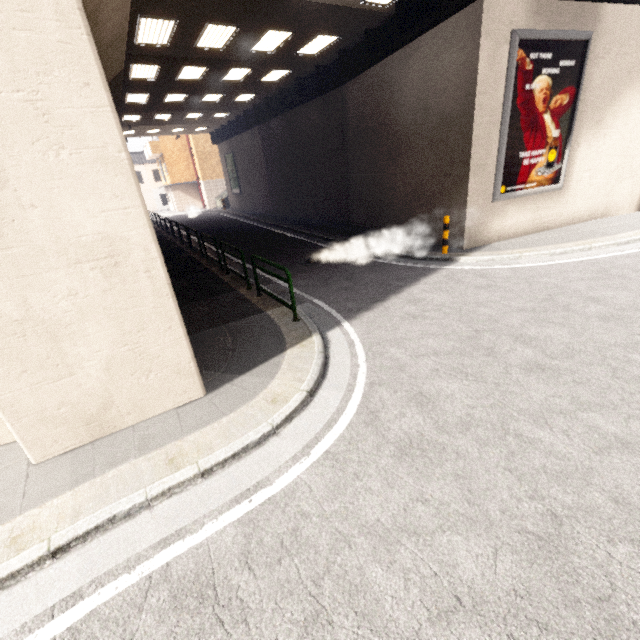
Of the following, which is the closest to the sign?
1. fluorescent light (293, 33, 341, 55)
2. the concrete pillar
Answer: fluorescent light (293, 33, 341, 55)

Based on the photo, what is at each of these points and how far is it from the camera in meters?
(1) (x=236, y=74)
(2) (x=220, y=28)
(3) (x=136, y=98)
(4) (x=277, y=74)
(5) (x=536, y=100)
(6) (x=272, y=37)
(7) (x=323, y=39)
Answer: (1) fluorescent light, 14.4
(2) fluorescent light, 9.9
(3) fluorescent light, 16.3
(4) fluorescent light, 15.1
(5) sign, 8.9
(6) fluorescent light, 11.0
(7) fluorescent light, 11.7

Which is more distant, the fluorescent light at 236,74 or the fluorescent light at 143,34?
the fluorescent light at 236,74

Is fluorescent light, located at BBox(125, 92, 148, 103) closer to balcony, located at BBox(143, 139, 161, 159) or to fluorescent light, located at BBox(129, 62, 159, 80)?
fluorescent light, located at BBox(129, 62, 159, 80)

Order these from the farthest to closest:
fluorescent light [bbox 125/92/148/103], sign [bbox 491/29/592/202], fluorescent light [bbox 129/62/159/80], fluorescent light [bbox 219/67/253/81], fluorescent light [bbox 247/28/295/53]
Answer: fluorescent light [bbox 125/92/148/103], fluorescent light [bbox 219/67/253/81], fluorescent light [bbox 129/62/159/80], fluorescent light [bbox 247/28/295/53], sign [bbox 491/29/592/202]

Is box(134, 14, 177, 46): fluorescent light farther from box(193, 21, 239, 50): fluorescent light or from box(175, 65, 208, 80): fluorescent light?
box(175, 65, 208, 80): fluorescent light

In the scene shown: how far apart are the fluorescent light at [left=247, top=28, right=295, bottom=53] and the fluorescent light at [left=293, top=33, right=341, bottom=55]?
0.9 meters

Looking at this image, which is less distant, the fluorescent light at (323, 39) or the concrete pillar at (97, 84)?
the concrete pillar at (97, 84)
